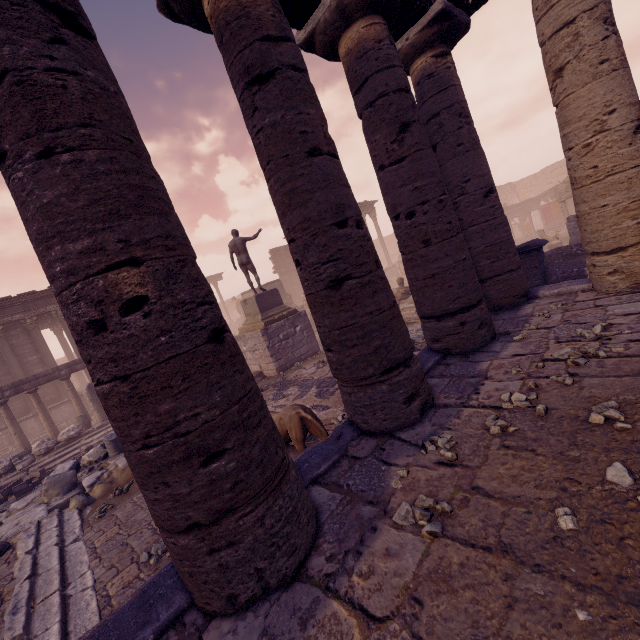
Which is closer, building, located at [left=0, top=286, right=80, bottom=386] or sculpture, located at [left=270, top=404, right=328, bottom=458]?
sculpture, located at [left=270, top=404, right=328, bottom=458]

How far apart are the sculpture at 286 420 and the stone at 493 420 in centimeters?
218cm

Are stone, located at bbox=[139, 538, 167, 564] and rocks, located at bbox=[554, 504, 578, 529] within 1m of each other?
no

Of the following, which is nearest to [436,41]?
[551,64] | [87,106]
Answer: [551,64]

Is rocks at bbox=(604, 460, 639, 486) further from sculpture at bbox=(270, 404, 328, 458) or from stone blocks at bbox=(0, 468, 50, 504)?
stone blocks at bbox=(0, 468, 50, 504)

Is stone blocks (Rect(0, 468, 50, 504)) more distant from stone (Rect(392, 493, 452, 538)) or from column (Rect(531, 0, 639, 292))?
column (Rect(531, 0, 639, 292))

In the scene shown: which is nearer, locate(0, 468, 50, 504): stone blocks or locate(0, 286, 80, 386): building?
locate(0, 468, 50, 504): stone blocks

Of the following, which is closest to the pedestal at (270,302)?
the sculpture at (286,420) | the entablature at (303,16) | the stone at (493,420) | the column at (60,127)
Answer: the sculpture at (286,420)
